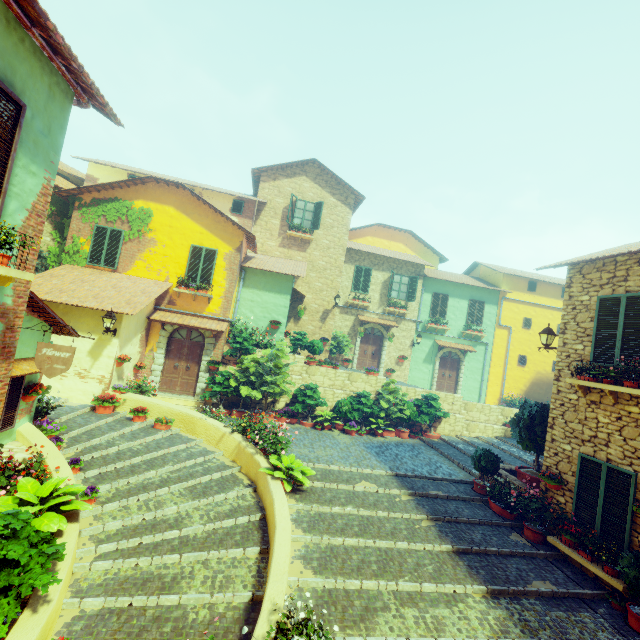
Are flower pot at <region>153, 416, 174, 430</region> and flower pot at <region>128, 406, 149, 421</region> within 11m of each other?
yes

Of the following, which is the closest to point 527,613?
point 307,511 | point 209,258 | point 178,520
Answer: point 307,511

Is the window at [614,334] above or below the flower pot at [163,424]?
above

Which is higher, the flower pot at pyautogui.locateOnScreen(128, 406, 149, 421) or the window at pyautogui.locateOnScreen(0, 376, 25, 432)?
the window at pyautogui.locateOnScreen(0, 376, 25, 432)

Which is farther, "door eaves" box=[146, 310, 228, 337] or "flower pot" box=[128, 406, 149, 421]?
"door eaves" box=[146, 310, 228, 337]

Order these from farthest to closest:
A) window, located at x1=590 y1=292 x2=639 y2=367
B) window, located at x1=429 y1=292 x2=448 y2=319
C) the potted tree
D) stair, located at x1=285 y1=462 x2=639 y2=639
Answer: window, located at x1=429 y1=292 x2=448 y2=319
the potted tree
window, located at x1=590 y1=292 x2=639 y2=367
stair, located at x1=285 y1=462 x2=639 y2=639

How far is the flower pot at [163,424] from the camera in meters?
10.0 m

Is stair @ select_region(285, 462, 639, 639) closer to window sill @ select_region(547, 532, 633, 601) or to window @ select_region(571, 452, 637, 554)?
window sill @ select_region(547, 532, 633, 601)
